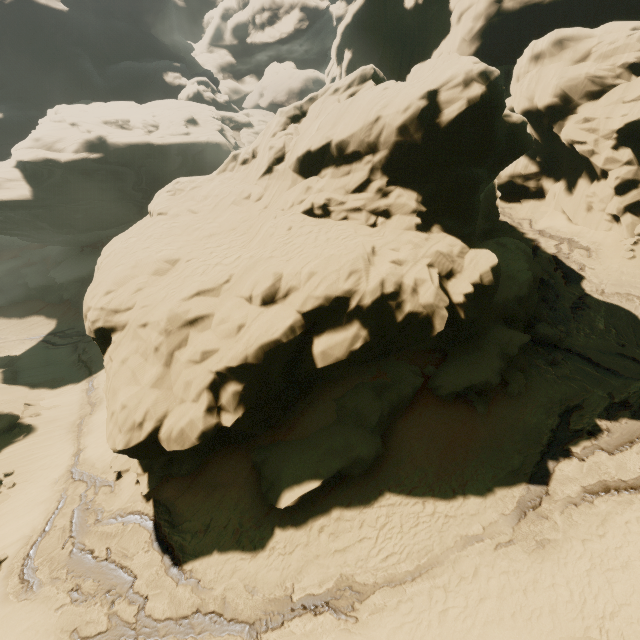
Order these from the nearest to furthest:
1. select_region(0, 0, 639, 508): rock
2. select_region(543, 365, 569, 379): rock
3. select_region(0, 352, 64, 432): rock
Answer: select_region(0, 0, 639, 508): rock, select_region(543, 365, 569, 379): rock, select_region(0, 352, 64, 432): rock

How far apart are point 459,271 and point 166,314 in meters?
11.6 m

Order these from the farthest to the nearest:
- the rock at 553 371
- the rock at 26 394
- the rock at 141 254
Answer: the rock at 26 394
the rock at 553 371
the rock at 141 254

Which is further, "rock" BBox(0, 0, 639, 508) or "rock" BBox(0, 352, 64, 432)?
"rock" BBox(0, 352, 64, 432)

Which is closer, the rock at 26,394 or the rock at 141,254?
the rock at 141,254

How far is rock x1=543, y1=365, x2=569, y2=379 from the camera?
13.6m
